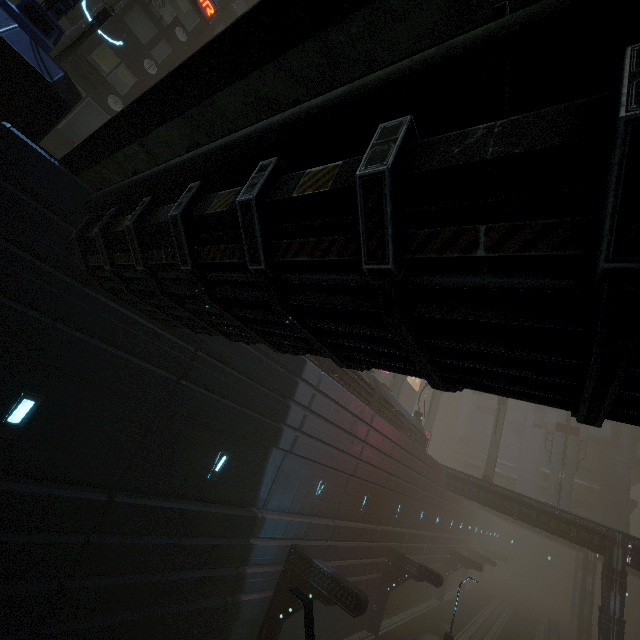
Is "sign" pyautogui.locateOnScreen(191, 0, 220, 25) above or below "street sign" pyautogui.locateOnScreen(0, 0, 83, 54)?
above

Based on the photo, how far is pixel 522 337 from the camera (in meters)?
2.29

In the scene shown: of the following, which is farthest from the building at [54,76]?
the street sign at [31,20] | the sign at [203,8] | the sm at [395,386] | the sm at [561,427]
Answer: the sm at [561,427]

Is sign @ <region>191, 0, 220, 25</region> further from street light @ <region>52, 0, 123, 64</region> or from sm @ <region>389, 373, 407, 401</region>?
sm @ <region>389, 373, 407, 401</region>

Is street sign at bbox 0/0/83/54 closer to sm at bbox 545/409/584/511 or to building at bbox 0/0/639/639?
building at bbox 0/0/639/639

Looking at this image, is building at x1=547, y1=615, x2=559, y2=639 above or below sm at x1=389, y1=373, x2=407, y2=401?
below

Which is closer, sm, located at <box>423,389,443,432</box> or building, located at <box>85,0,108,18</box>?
building, located at <box>85,0,108,18</box>

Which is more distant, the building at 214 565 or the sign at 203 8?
the sign at 203 8
